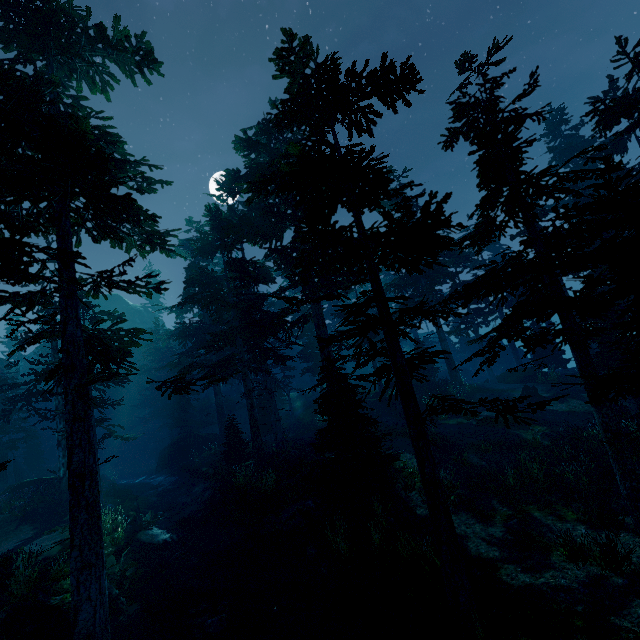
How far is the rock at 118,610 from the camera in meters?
9.8

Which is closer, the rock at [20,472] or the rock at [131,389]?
the rock at [20,472]

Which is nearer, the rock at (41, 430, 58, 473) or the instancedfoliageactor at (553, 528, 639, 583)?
the instancedfoliageactor at (553, 528, 639, 583)

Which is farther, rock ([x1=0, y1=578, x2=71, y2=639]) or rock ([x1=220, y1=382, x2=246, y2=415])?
rock ([x1=220, y1=382, x2=246, y2=415])

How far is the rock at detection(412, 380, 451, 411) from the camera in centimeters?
2646cm

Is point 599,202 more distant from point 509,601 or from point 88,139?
point 88,139

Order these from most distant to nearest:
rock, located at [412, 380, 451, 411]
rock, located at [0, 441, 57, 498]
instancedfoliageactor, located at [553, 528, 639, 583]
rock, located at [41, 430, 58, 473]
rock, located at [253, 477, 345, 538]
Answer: rock, located at [41, 430, 58, 473]
rock, located at [412, 380, 451, 411]
rock, located at [0, 441, 57, 498]
rock, located at [253, 477, 345, 538]
instancedfoliageactor, located at [553, 528, 639, 583]

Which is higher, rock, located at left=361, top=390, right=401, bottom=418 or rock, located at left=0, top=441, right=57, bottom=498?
rock, located at left=0, top=441, right=57, bottom=498
